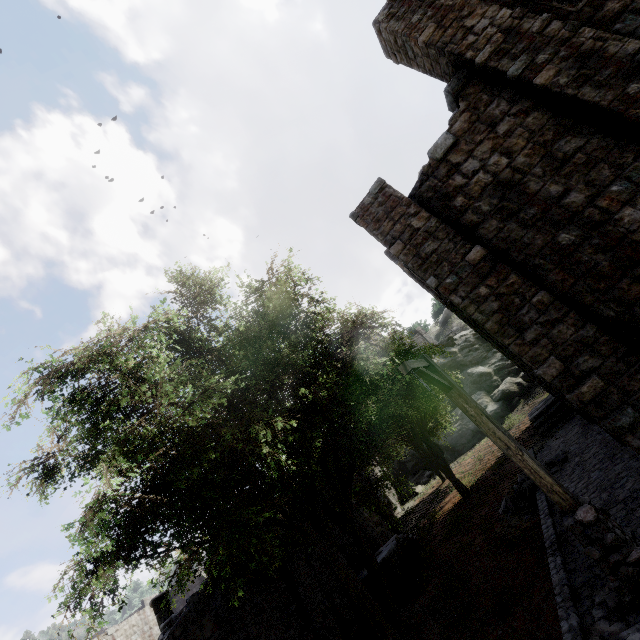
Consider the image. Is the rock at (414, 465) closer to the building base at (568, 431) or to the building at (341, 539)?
the building at (341, 539)

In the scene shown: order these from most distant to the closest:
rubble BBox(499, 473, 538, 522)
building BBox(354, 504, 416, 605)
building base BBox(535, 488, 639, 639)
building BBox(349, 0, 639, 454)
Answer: building BBox(354, 504, 416, 605)
rubble BBox(499, 473, 538, 522)
building BBox(349, 0, 639, 454)
building base BBox(535, 488, 639, 639)

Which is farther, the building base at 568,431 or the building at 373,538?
the building at 373,538

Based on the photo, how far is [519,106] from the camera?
7.6m

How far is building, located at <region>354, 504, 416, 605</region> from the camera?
13.4m

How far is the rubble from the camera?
11.73m

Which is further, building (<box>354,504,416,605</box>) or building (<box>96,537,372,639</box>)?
building (<box>354,504,416,605</box>)
